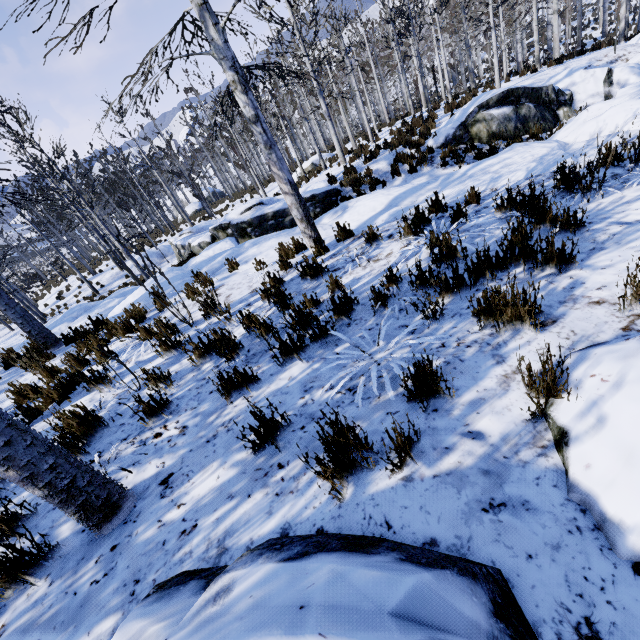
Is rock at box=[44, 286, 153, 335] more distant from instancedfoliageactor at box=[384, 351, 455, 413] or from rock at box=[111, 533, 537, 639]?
rock at box=[111, 533, 537, 639]

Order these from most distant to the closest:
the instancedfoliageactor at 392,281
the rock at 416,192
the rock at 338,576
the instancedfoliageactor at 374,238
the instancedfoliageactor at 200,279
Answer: the rock at 416,192 → the instancedfoliageactor at 374,238 → the instancedfoliageactor at 200,279 → the instancedfoliageactor at 392,281 → the rock at 338,576

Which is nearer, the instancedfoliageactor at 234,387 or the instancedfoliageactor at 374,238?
the instancedfoliageactor at 234,387

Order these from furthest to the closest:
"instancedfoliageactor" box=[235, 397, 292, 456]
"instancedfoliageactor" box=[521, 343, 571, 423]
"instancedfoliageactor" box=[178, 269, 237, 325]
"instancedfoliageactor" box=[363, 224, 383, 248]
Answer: "instancedfoliageactor" box=[363, 224, 383, 248], "instancedfoliageactor" box=[178, 269, 237, 325], "instancedfoliageactor" box=[235, 397, 292, 456], "instancedfoliageactor" box=[521, 343, 571, 423]

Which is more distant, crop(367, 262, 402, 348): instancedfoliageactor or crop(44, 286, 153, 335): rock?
crop(44, 286, 153, 335): rock

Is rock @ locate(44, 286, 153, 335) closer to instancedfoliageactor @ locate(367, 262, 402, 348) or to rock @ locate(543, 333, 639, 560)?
instancedfoliageactor @ locate(367, 262, 402, 348)

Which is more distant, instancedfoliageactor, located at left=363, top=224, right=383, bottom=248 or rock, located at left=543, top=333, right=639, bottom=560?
instancedfoliageactor, located at left=363, top=224, right=383, bottom=248

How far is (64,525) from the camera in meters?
2.3 m
